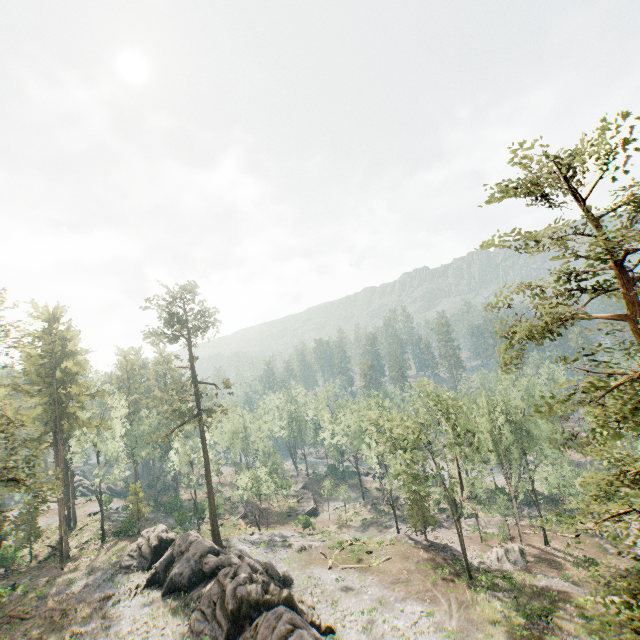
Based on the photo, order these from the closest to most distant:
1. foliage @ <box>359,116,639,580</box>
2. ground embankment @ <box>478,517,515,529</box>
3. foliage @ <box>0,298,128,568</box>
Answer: foliage @ <box>359,116,639,580</box> → foliage @ <box>0,298,128,568</box> → ground embankment @ <box>478,517,515,529</box>

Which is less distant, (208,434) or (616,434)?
(616,434)

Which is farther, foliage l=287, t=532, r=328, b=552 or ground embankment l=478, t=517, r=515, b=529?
ground embankment l=478, t=517, r=515, b=529

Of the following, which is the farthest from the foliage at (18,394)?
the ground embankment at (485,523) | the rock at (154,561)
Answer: the ground embankment at (485,523)

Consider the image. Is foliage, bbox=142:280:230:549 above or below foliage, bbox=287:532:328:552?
above

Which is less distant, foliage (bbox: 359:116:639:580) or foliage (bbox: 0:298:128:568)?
foliage (bbox: 359:116:639:580)

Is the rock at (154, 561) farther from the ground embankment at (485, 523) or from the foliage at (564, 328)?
the ground embankment at (485, 523)

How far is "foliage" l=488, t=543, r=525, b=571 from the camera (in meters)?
Answer: 35.00
